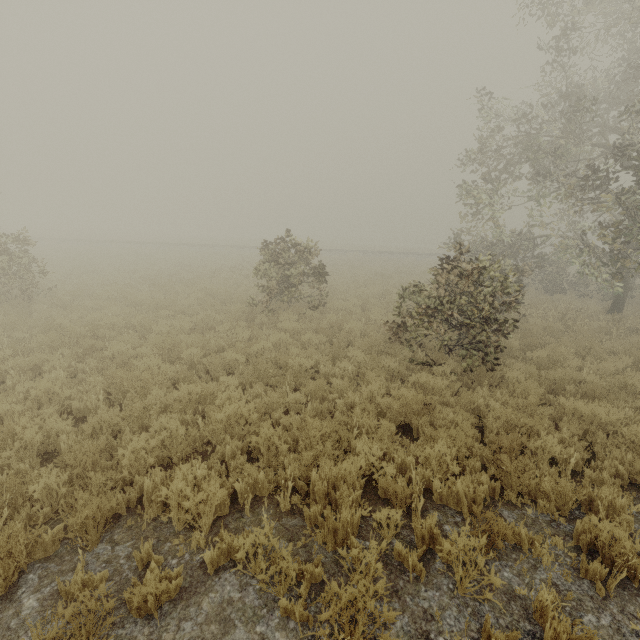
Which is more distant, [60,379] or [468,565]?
[60,379]
